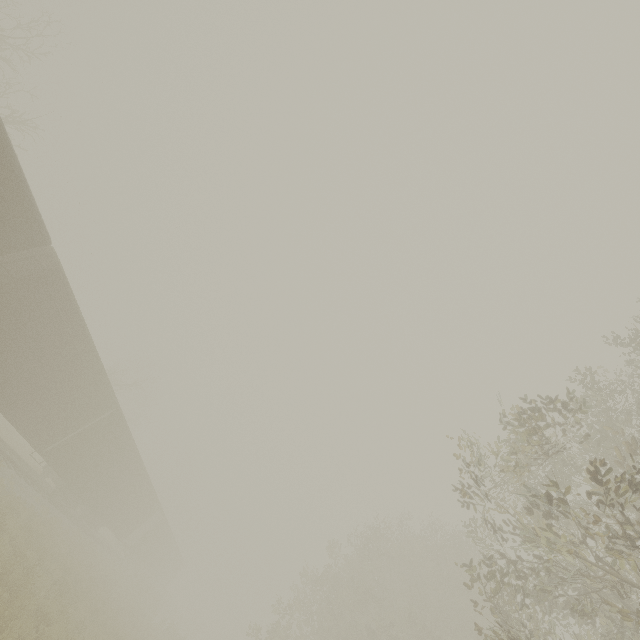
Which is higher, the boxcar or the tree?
the tree

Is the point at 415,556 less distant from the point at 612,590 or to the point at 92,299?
the point at 612,590

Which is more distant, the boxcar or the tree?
the boxcar

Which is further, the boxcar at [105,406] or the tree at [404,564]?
the boxcar at [105,406]

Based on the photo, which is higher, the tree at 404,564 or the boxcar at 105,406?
the tree at 404,564
